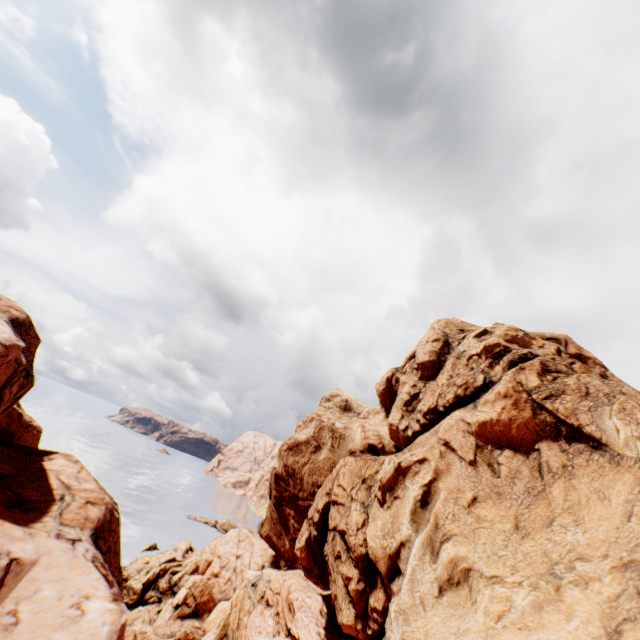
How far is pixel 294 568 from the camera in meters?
32.3 m
